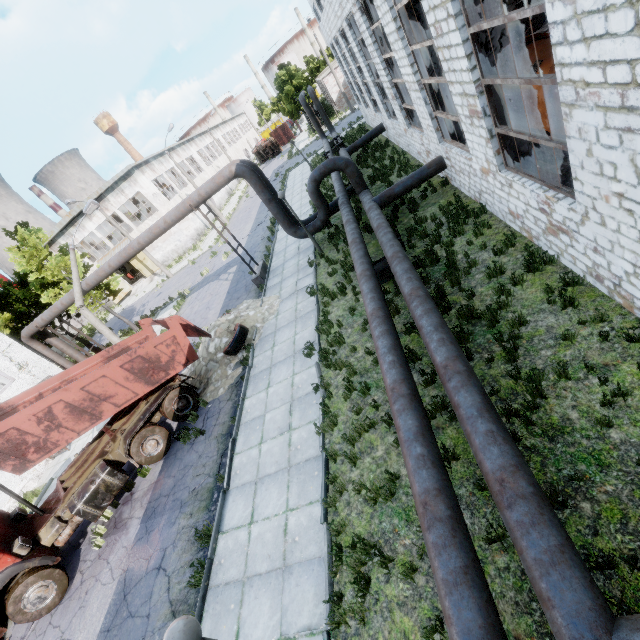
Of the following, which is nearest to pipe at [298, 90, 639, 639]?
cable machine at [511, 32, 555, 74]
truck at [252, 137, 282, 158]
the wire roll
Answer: cable machine at [511, 32, 555, 74]

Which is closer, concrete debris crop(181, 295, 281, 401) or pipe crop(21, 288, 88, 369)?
concrete debris crop(181, 295, 281, 401)

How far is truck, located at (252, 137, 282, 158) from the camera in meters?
55.1 m

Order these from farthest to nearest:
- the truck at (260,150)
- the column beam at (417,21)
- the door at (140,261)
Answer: the truck at (260,150), the door at (140,261), the column beam at (417,21)

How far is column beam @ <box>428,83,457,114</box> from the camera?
11.18m

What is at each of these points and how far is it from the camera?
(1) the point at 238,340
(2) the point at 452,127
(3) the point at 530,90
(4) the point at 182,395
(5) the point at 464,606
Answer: (1) wire roll, 12.7m
(2) column beam, 12.0m
(3) cable machine, 10.3m
(4) truck, 11.7m
(5) pipe, 3.4m

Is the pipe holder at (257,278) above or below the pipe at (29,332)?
below

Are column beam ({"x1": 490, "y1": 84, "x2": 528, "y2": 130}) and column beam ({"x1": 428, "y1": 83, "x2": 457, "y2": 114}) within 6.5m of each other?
yes
